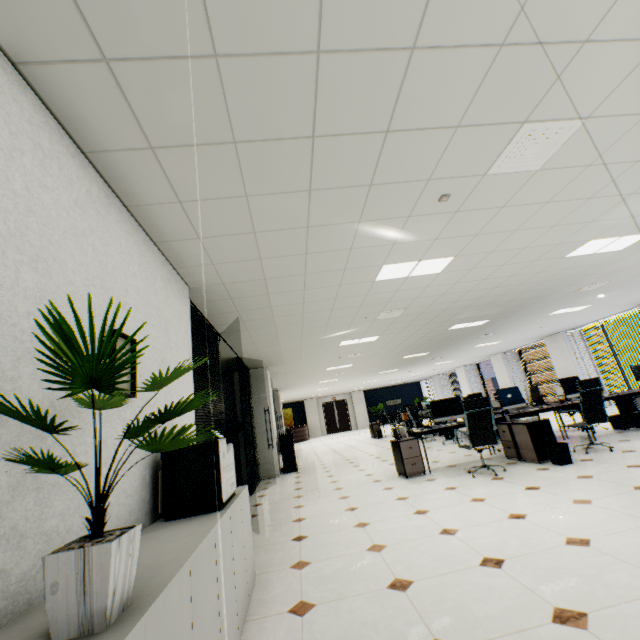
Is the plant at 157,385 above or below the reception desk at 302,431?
above

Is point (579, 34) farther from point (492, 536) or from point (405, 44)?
point (492, 536)

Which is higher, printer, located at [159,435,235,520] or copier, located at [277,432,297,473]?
printer, located at [159,435,235,520]

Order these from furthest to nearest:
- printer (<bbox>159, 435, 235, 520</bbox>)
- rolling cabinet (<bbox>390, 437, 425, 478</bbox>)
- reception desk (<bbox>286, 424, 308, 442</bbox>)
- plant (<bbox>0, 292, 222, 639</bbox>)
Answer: reception desk (<bbox>286, 424, 308, 442</bbox>), rolling cabinet (<bbox>390, 437, 425, 478</bbox>), printer (<bbox>159, 435, 235, 520</bbox>), plant (<bbox>0, 292, 222, 639</bbox>)

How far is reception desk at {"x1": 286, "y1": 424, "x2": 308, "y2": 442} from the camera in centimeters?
2225cm

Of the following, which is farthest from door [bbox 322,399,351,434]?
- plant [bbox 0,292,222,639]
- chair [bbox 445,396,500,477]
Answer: plant [bbox 0,292,222,639]

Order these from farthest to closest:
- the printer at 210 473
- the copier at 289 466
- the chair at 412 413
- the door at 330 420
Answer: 1. the door at 330 420
2. the chair at 412 413
3. the copier at 289 466
4. the printer at 210 473

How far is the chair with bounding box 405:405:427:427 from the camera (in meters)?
10.87
